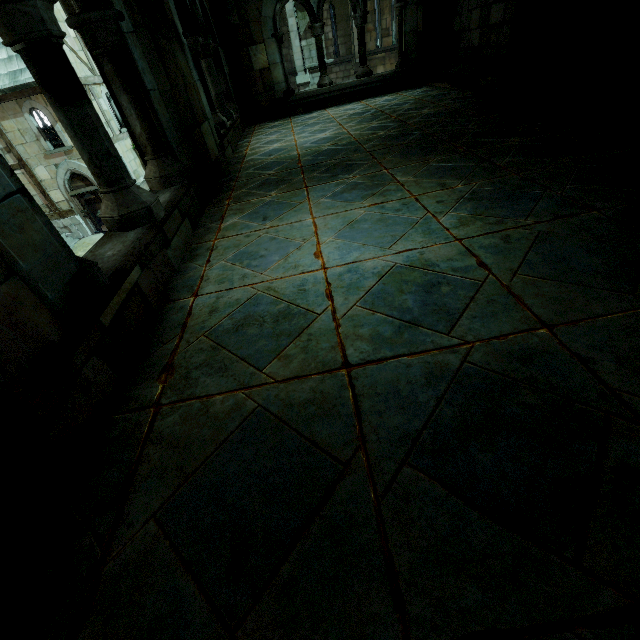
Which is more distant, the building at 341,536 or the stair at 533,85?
the stair at 533,85

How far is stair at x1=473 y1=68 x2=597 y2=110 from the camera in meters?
3.9 m

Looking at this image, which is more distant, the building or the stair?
the stair

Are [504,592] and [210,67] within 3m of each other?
no

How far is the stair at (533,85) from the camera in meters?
3.9 m
